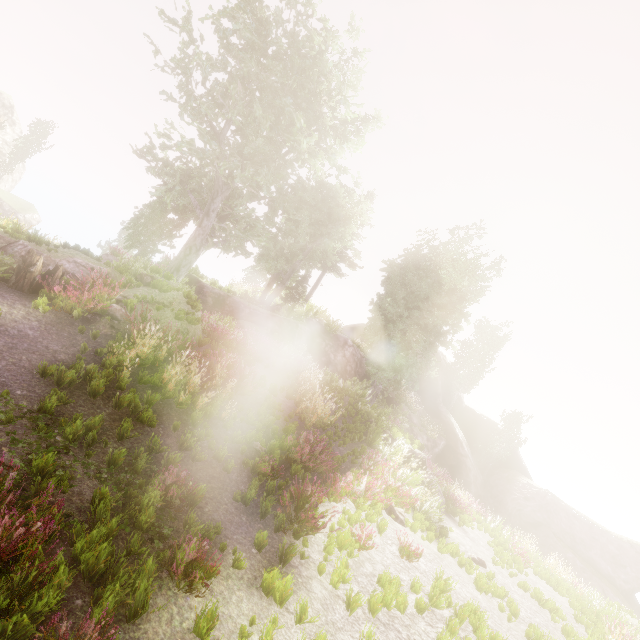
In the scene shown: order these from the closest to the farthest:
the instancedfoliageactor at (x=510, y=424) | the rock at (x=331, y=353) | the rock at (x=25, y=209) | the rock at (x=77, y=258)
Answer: the rock at (x=77, y=258) < the rock at (x=331, y=353) < the instancedfoliageactor at (x=510, y=424) < the rock at (x=25, y=209)

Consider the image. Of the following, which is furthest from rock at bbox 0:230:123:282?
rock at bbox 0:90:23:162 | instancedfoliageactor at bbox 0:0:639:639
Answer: rock at bbox 0:90:23:162

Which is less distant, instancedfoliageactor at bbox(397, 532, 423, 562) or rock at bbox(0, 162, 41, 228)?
instancedfoliageactor at bbox(397, 532, 423, 562)

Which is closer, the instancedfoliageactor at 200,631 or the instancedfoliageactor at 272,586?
the instancedfoliageactor at 200,631

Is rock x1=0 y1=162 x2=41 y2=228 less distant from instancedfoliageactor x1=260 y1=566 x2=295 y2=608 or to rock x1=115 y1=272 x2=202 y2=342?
instancedfoliageactor x1=260 y1=566 x2=295 y2=608

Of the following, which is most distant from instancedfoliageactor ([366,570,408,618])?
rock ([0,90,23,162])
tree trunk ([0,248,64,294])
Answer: tree trunk ([0,248,64,294])

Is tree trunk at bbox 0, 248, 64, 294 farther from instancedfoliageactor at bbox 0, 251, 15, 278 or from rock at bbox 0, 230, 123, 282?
instancedfoliageactor at bbox 0, 251, 15, 278

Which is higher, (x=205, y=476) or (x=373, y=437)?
(x=373, y=437)
